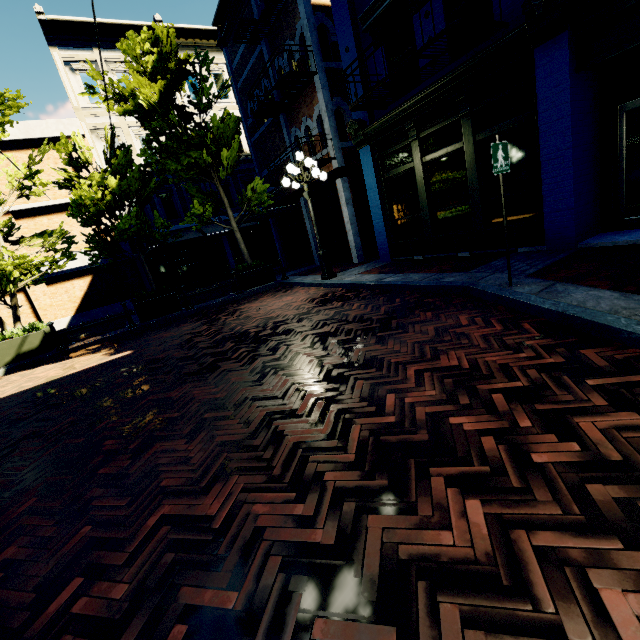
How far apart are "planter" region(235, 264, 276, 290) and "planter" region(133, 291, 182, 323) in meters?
2.3 m

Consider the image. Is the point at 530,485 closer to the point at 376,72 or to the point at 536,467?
the point at 536,467

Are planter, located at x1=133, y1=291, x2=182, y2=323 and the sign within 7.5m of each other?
no

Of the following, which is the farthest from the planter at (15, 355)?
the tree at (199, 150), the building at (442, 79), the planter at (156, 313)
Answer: the building at (442, 79)

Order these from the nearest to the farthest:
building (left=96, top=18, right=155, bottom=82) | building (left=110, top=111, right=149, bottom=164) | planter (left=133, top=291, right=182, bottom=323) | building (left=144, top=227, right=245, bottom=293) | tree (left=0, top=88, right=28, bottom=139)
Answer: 1. tree (left=0, top=88, right=28, bottom=139)
2. planter (left=133, top=291, right=182, bottom=323)
3. building (left=96, top=18, right=155, bottom=82)
4. building (left=110, top=111, right=149, bottom=164)
5. building (left=144, top=227, right=245, bottom=293)

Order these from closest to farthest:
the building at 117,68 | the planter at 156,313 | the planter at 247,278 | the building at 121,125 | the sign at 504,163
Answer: the sign at 504,163, the planter at 156,313, the planter at 247,278, the building at 117,68, the building at 121,125

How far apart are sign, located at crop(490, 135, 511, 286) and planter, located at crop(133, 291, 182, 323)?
9.7m

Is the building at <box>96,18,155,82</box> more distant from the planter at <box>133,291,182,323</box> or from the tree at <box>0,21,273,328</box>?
the planter at <box>133,291,182,323</box>
